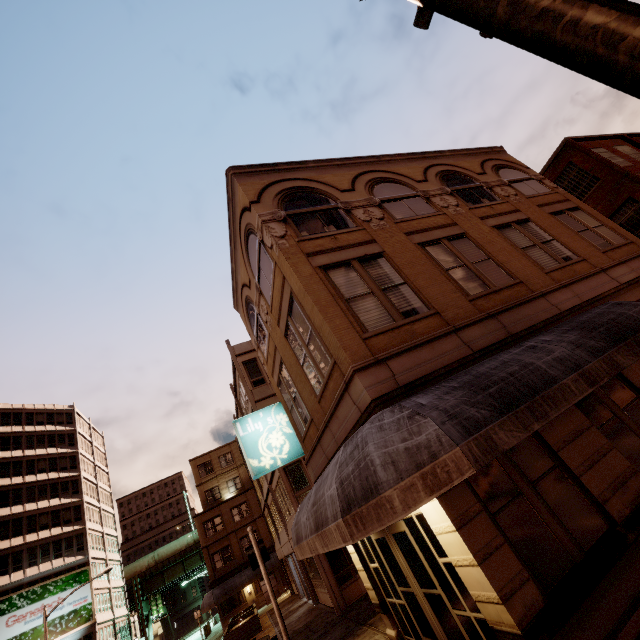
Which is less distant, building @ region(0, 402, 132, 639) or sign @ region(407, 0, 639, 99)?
sign @ region(407, 0, 639, 99)

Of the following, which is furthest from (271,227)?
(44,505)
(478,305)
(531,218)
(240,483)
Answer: (44,505)

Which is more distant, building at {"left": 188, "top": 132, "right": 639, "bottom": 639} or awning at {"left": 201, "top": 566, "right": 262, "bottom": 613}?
awning at {"left": 201, "top": 566, "right": 262, "bottom": 613}

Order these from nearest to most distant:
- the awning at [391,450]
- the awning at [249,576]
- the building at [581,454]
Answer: the awning at [391,450], the building at [581,454], the awning at [249,576]

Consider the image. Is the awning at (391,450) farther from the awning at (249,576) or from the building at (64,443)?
the awning at (249,576)

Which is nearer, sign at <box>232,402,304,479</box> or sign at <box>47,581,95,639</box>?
sign at <box>232,402,304,479</box>

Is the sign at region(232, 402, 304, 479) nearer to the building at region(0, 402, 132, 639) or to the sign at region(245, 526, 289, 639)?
the sign at region(245, 526, 289, 639)

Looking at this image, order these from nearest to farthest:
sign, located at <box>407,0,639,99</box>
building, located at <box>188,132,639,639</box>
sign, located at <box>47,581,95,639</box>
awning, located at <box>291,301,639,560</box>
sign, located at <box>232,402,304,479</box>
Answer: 1. sign, located at <box>407,0,639,99</box>
2. awning, located at <box>291,301,639,560</box>
3. building, located at <box>188,132,639,639</box>
4. sign, located at <box>232,402,304,479</box>
5. sign, located at <box>47,581,95,639</box>
